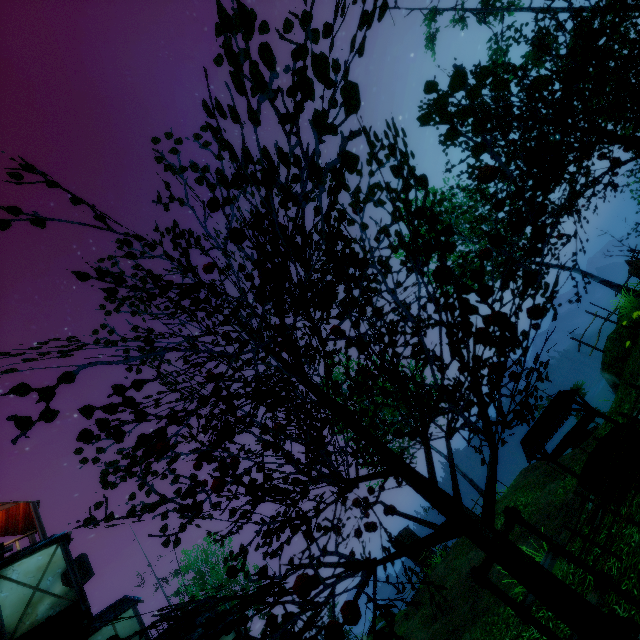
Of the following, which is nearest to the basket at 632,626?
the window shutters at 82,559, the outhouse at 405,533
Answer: the window shutters at 82,559

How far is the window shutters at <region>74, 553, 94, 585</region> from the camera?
14.75m

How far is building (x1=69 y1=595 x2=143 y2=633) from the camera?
13.22m

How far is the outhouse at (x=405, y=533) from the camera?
23.87m

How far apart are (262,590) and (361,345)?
1.91m

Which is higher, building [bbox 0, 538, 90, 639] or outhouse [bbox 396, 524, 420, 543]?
building [bbox 0, 538, 90, 639]

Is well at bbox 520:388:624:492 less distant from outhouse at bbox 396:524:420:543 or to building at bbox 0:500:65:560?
building at bbox 0:500:65:560

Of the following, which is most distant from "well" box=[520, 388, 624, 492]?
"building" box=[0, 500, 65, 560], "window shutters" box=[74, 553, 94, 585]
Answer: "window shutters" box=[74, 553, 94, 585]
